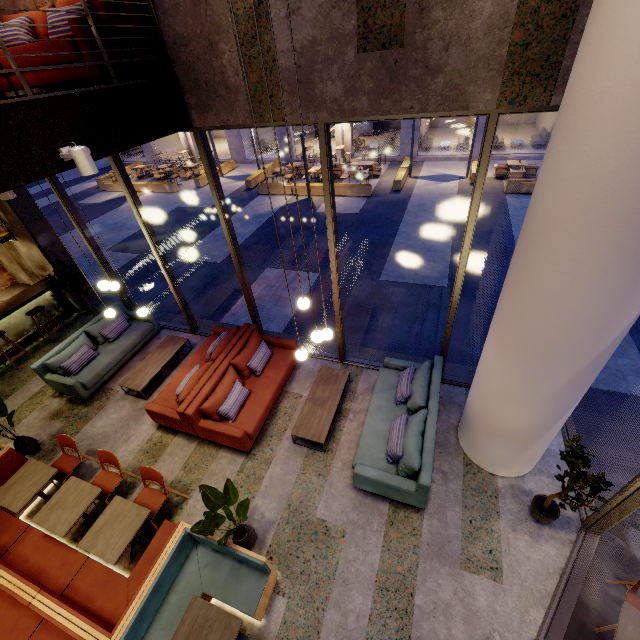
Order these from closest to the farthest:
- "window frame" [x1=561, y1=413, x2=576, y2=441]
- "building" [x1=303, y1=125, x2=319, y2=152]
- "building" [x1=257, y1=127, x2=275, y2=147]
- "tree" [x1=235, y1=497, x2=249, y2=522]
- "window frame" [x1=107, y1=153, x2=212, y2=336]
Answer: "tree" [x1=235, y1=497, x2=249, y2=522], "window frame" [x1=561, y1=413, x2=576, y2=441], "window frame" [x1=107, y1=153, x2=212, y2=336], "building" [x1=303, y1=125, x2=319, y2=152], "building" [x1=257, y1=127, x2=275, y2=147]

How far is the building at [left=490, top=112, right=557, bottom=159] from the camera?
17.52m

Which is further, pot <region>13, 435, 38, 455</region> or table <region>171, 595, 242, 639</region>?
pot <region>13, 435, 38, 455</region>

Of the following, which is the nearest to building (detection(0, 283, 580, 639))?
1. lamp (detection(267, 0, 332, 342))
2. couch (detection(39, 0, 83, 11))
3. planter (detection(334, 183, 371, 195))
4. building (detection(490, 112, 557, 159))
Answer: couch (detection(39, 0, 83, 11))

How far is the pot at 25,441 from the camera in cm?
587

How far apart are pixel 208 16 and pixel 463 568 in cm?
750

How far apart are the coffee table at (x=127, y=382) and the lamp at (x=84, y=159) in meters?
4.6 m
